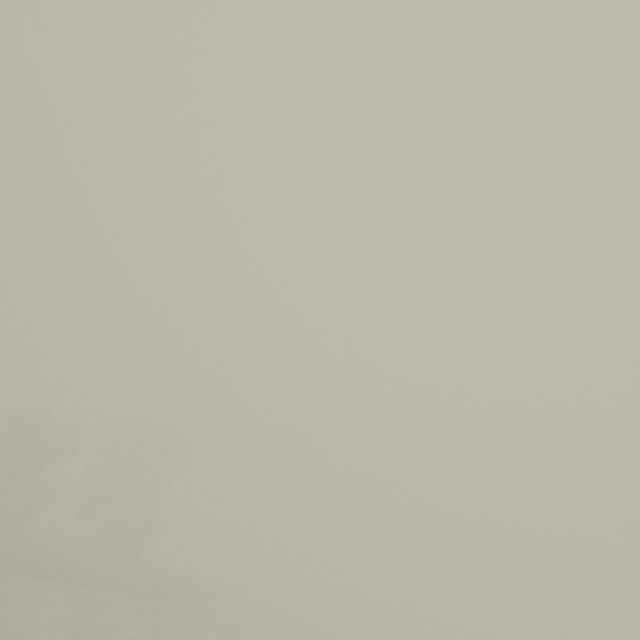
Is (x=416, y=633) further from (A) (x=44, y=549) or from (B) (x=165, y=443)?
(A) (x=44, y=549)
